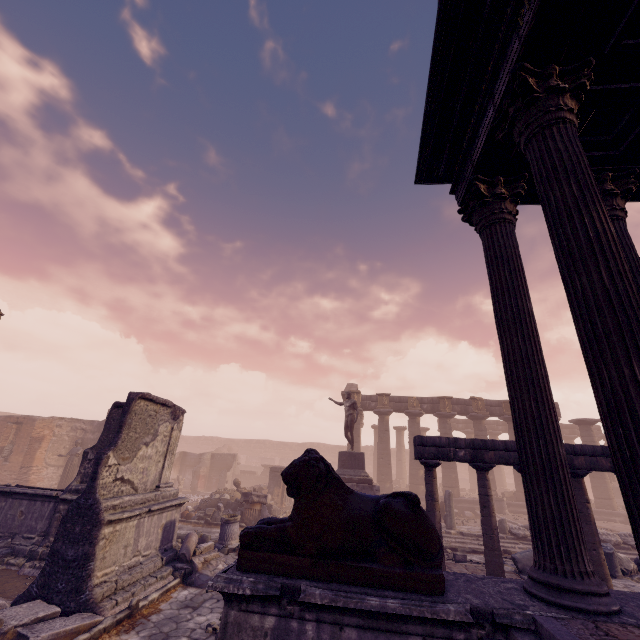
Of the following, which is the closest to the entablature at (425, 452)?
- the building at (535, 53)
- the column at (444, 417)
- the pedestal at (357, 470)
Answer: the building at (535, 53)

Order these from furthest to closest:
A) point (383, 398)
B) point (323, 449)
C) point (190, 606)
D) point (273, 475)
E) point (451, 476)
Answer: point (323, 449) → point (383, 398) → point (451, 476) → point (273, 475) → point (190, 606)

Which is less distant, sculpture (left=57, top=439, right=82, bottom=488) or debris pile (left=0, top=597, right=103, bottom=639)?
debris pile (left=0, top=597, right=103, bottom=639)

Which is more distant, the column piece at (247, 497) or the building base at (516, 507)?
the building base at (516, 507)

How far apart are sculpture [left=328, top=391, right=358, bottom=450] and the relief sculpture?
11.6 meters

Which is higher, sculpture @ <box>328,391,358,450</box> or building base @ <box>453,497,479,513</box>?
sculpture @ <box>328,391,358,450</box>

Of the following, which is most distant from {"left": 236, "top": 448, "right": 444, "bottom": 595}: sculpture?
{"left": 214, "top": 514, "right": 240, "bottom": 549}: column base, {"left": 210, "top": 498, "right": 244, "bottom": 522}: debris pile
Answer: {"left": 210, "top": 498, "right": 244, "bottom": 522}: debris pile

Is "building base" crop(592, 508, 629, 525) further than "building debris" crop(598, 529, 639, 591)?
Yes
